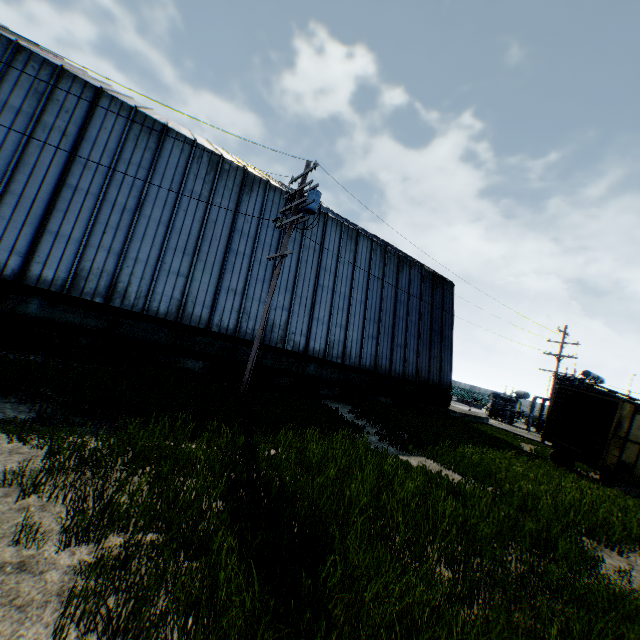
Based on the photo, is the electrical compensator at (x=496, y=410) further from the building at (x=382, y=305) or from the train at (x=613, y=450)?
the train at (x=613, y=450)

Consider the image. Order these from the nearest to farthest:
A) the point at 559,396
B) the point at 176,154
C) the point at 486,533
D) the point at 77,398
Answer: the point at 486,533, the point at 77,398, the point at 176,154, the point at 559,396

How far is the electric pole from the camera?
11.80m

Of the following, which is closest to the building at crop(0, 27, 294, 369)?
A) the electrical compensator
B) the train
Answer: the train

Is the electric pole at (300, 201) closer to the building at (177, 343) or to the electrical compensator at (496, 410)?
the building at (177, 343)

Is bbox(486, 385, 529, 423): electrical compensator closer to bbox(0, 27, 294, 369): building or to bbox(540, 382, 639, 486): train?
bbox(0, 27, 294, 369): building
